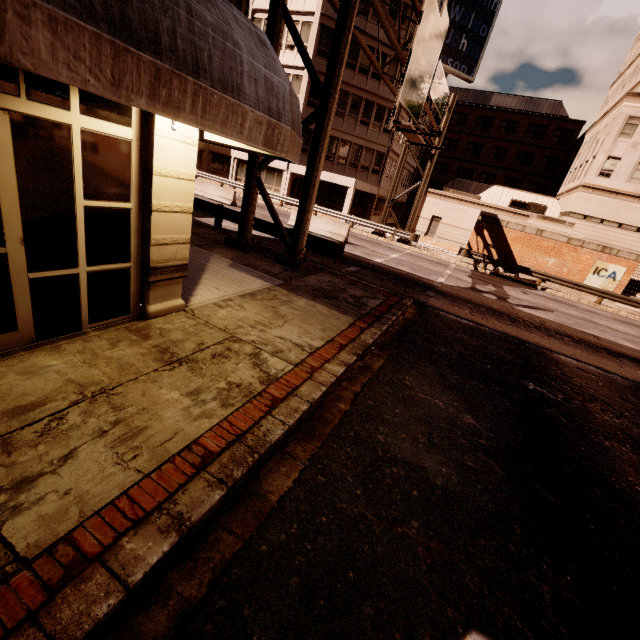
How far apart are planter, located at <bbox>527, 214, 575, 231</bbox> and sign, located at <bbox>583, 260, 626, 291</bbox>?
2.55m

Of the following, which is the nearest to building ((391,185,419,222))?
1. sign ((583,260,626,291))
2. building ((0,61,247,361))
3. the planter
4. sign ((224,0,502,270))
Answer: the planter

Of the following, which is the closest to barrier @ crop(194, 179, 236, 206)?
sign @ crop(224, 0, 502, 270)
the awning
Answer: sign @ crop(224, 0, 502, 270)

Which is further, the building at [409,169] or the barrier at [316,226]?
the building at [409,169]

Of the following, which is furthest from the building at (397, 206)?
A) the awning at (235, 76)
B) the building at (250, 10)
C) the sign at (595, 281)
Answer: the awning at (235, 76)

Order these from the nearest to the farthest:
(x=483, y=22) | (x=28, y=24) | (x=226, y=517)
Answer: (x=28, y=24) < (x=226, y=517) < (x=483, y=22)

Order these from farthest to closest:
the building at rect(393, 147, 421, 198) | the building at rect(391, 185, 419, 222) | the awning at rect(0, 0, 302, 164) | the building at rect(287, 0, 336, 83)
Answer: the building at rect(391, 185, 419, 222) < the building at rect(393, 147, 421, 198) < the building at rect(287, 0, 336, 83) < the awning at rect(0, 0, 302, 164)

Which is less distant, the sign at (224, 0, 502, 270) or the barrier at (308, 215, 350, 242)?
the sign at (224, 0, 502, 270)
